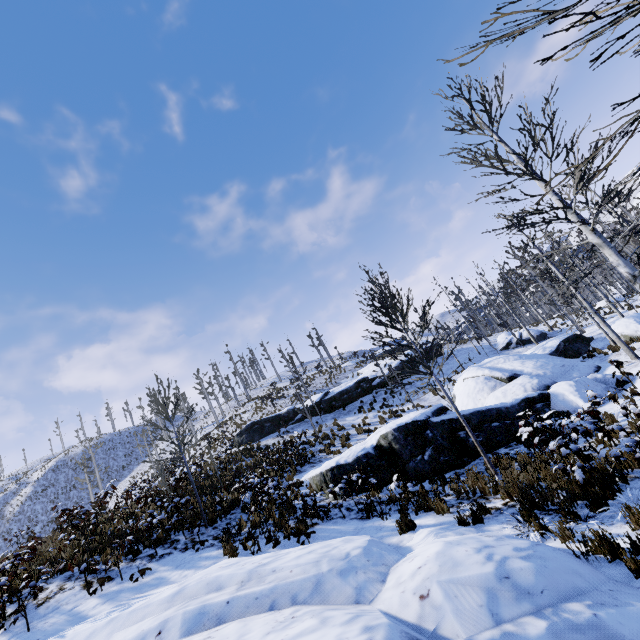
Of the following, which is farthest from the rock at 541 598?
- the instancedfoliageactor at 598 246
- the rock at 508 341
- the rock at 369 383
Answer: the rock at 508 341

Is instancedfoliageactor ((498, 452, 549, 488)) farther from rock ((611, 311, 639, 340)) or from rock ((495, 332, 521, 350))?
rock ((495, 332, 521, 350))

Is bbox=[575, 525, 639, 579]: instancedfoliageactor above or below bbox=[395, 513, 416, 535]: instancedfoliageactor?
below

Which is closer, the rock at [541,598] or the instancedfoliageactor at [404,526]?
the rock at [541,598]

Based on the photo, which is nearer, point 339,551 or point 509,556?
point 509,556

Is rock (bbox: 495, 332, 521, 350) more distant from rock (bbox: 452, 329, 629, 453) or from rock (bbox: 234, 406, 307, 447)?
rock (bbox: 234, 406, 307, 447)

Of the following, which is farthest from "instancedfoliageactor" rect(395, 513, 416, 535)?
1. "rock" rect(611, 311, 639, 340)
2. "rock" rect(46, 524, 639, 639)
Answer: "rock" rect(46, 524, 639, 639)

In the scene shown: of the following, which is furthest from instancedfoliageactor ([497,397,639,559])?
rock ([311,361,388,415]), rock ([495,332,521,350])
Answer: rock ([311,361,388,415])
